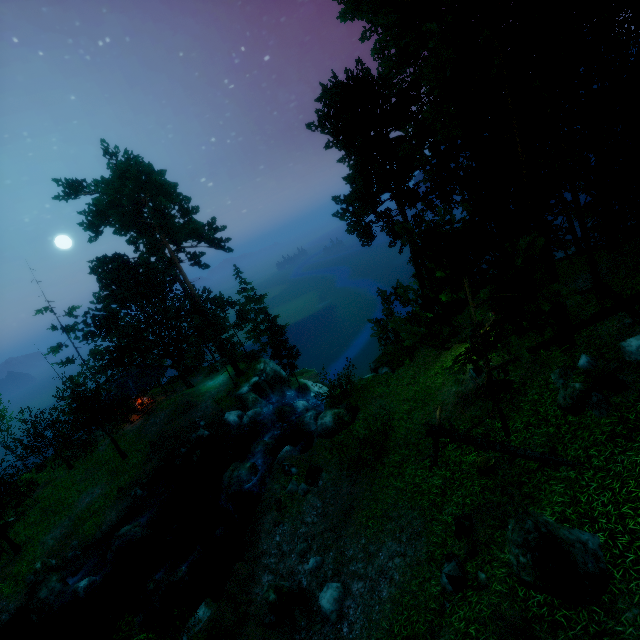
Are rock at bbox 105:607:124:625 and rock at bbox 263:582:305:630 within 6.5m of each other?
no

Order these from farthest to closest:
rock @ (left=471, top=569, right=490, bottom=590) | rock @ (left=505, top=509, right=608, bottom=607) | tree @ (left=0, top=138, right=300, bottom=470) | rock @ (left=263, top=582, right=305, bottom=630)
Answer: tree @ (left=0, top=138, right=300, bottom=470) < rock @ (left=263, top=582, right=305, bottom=630) < rock @ (left=471, top=569, right=490, bottom=590) < rock @ (left=505, top=509, right=608, bottom=607)

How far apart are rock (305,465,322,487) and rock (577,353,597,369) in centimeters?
1125cm

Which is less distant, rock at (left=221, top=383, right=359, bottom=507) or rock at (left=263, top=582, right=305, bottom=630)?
rock at (left=263, top=582, right=305, bottom=630)

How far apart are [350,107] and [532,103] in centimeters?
1005cm

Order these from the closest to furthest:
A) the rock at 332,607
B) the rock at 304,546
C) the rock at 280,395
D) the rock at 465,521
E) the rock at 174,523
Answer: the rock at 465,521
the rock at 332,607
the rock at 304,546
the rock at 174,523
the rock at 280,395

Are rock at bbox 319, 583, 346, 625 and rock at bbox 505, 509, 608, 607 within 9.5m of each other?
yes

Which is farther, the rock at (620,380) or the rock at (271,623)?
the rock at (271,623)
